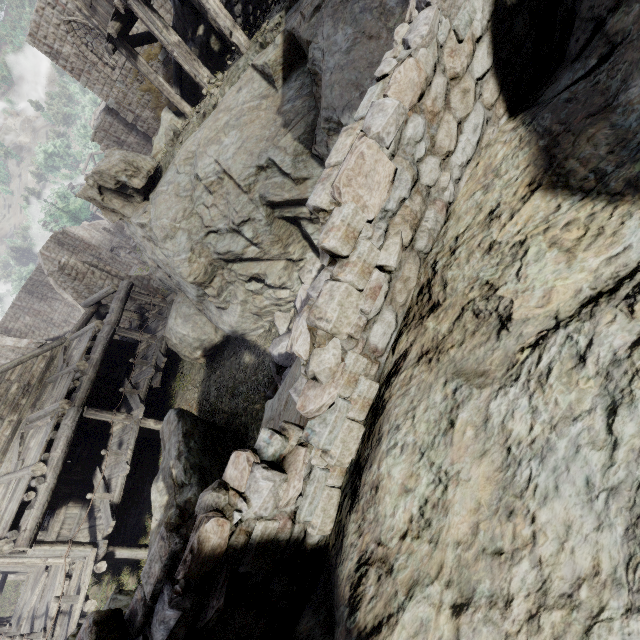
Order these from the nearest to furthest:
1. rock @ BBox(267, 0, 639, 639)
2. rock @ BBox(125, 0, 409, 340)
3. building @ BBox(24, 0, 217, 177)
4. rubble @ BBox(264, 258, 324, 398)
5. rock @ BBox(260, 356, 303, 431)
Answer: rock @ BBox(267, 0, 639, 639) → rock @ BBox(260, 356, 303, 431) → rock @ BBox(125, 0, 409, 340) → rubble @ BBox(264, 258, 324, 398) → building @ BBox(24, 0, 217, 177)

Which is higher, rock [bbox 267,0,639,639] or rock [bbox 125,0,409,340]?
rock [bbox 267,0,639,639]

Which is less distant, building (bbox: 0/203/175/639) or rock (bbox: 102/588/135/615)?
rock (bbox: 102/588/135/615)

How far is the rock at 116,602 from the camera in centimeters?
344cm

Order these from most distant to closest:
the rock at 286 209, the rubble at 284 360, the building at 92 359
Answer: the building at 92 359 → the rubble at 284 360 → the rock at 286 209

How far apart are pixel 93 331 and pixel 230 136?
11.36m

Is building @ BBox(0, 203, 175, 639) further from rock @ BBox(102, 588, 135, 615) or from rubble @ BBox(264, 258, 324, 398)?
rubble @ BBox(264, 258, 324, 398)

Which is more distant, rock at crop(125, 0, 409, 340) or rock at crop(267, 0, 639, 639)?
rock at crop(125, 0, 409, 340)
